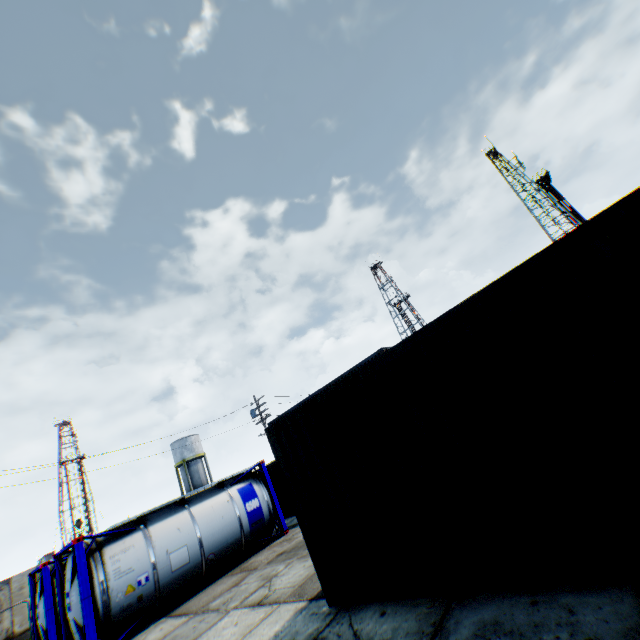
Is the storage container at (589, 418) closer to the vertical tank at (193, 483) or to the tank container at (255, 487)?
the tank container at (255, 487)

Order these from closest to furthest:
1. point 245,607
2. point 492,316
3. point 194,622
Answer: point 492,316
point 245,607
point 194,622

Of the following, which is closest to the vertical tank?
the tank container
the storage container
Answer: the tank container

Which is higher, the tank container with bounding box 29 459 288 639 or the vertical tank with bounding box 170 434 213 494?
the vertical tank with bounding box 170 434 213 494

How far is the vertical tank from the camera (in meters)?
44.81

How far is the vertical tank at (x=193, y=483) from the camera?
44.8 meters

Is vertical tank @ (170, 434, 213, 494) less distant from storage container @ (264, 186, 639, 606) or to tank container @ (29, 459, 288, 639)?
tank container @ (29, 459, 288, 639)

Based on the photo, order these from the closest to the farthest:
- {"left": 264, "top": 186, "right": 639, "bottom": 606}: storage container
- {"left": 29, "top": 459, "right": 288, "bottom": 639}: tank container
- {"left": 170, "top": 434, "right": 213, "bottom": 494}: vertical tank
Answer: {"left": 264, "top": 186, "right": 639, "bottom": 606}: storage container → {"left": 29, "top": 459, "right": 288, "bottom": 639}: tank container → {"left": 170, "top": 434, "right": 213, "bottom": 494}: vertical tank
